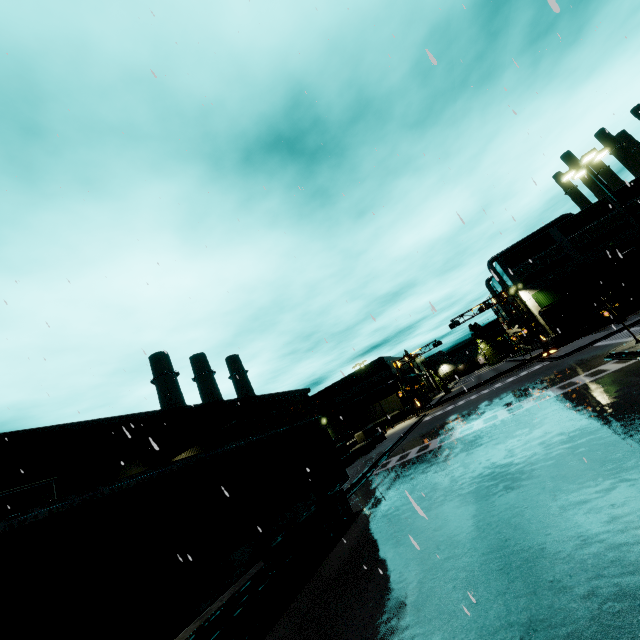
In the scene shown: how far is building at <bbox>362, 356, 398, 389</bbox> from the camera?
55.7m

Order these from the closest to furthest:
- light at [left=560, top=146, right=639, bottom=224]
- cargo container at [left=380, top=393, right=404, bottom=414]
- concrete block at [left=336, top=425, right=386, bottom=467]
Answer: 1. light at [left=560, top=146, right=639, bottom=224]
2. concrete block at [left=336, top=425, right=386, bottom=467]
3. cargo container at [left=380, top=393, right=404, bottom=414]

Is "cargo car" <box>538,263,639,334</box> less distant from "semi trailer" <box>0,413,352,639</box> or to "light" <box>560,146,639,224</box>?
"light" <box>560,146,639,224</box>

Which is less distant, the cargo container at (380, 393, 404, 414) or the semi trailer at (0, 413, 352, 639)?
the semi trailer at (0, 413, 352, 639)

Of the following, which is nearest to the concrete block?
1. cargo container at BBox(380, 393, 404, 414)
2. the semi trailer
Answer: cargo container at BBox(380, 393, 404, 414)

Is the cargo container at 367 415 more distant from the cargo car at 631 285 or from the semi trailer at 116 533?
the semi trailer at 116 533

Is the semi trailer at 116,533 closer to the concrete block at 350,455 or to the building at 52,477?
the building at 52,477

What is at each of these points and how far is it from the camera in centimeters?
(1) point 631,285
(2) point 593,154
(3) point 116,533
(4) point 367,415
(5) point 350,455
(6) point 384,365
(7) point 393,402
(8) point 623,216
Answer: (1) cargo car, 3891cm
(2) light, 1780cm
(3) semi trailer, 568cm
(4) cargo container, 5169cm
(5) concrete block, 2778cm
(6) building, 5597cm
(7) cargo container, 5009cm
(8) building, 4419cm
